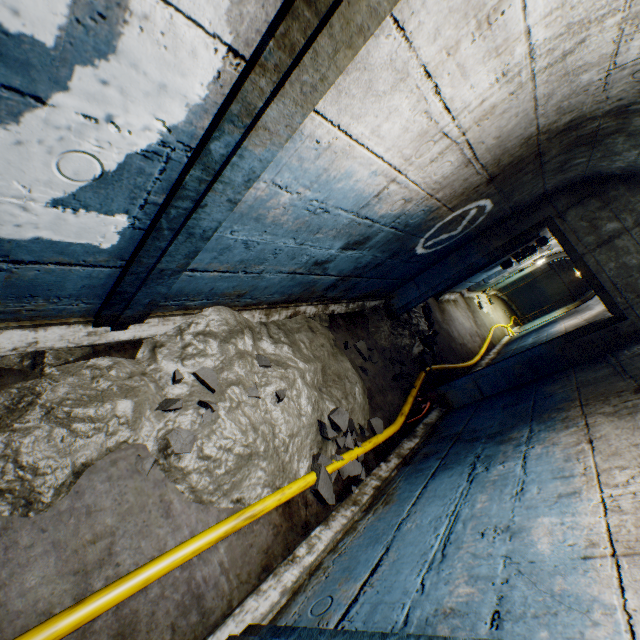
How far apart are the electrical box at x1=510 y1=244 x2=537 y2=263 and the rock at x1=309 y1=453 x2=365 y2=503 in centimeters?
527cm

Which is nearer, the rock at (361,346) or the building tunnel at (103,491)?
the building tunnel at (103,491)

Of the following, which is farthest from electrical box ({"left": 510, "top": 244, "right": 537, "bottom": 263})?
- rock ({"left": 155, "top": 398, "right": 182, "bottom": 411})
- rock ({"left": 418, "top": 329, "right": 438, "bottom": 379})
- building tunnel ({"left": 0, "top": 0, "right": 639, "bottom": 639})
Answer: rock ({"left": 155, "top": 398, "right": 182, "bottom": 411})

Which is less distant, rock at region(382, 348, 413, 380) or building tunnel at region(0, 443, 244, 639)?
building tunnel at region(0, 443, 244, 639)

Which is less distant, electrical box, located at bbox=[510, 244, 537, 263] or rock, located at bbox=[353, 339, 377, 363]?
rock, located at bbox=[353, 339, 377, 363]

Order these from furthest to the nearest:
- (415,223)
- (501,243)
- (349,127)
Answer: (501,243), (415,223), (349,127)

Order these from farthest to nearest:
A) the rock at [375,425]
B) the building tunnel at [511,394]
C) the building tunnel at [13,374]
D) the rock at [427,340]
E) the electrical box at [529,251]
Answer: the electrical box at [529,251]
the rock at [427,340]
the rock at [375,425]
the building tunnel at [13,374]
the building tunnel at [511,394]

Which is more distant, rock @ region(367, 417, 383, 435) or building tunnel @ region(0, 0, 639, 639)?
rock @ region(367, 417, 383, 435)
